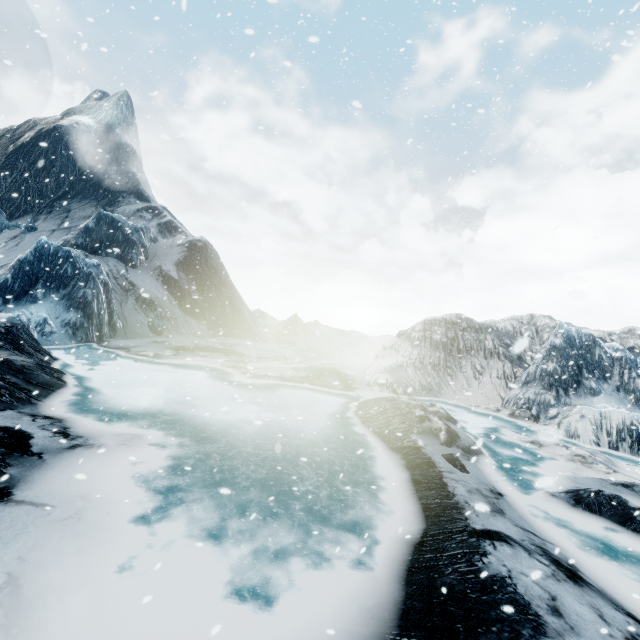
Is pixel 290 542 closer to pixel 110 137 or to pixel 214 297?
pixel 214 297
